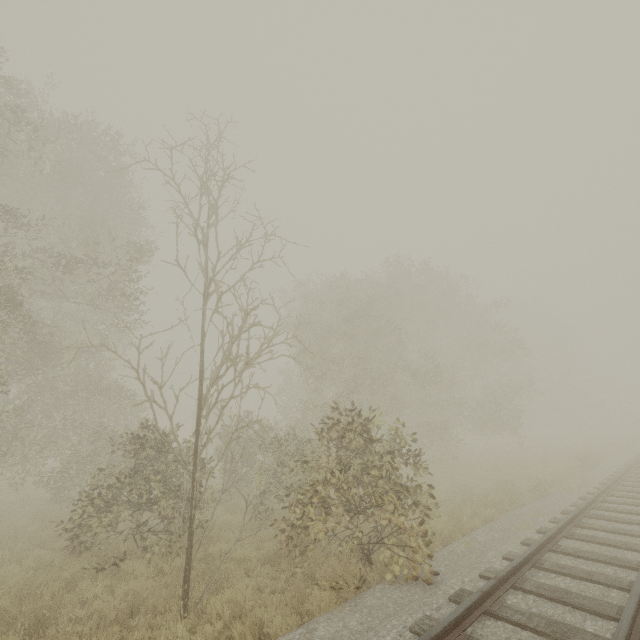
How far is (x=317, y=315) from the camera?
19.80m
